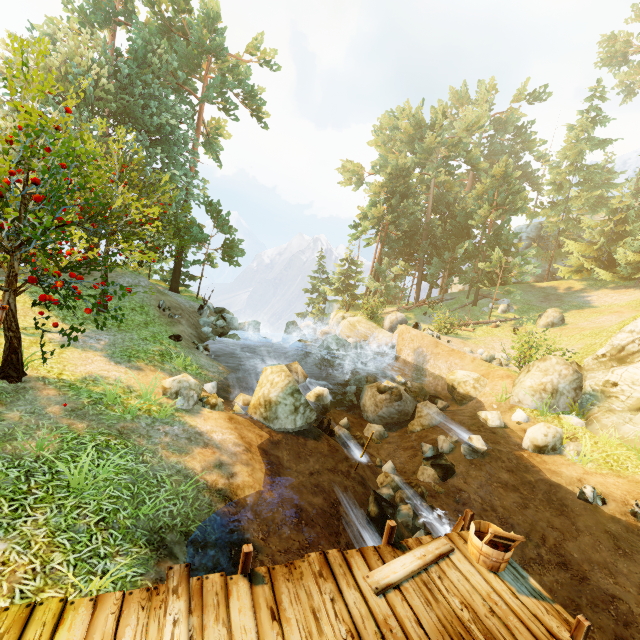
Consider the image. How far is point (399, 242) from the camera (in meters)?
34.97

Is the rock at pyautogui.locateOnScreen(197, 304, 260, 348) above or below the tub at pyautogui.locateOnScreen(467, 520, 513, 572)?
below

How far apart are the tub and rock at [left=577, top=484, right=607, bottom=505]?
5.21m

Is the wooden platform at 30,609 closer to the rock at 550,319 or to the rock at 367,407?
the rock at 367,407

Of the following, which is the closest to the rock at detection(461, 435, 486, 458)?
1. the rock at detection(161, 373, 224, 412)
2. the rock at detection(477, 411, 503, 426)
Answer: the rock at detection(477, 411, 503, 426)

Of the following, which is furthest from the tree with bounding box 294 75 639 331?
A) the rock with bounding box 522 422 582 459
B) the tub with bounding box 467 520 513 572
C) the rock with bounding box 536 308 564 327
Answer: the rock with bounding box 522 422 582 459

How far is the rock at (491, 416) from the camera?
13.2m

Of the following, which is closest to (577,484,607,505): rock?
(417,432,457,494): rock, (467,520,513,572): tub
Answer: (417,432,457,494): rock
